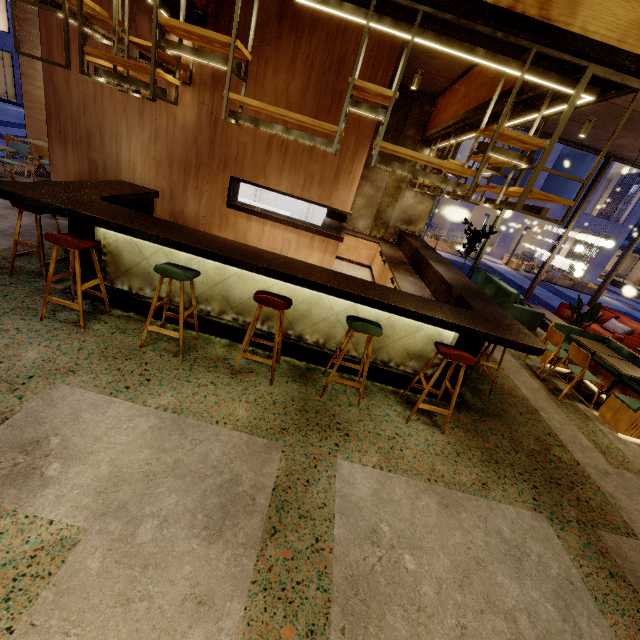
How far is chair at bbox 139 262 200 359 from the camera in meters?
3.1 m

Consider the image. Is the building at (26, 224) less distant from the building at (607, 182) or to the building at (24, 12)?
the building at (24, 12)

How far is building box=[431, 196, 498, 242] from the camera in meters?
25.1 m

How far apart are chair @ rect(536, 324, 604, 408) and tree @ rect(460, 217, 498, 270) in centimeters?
455cm

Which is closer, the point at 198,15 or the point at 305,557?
the point at 305,557

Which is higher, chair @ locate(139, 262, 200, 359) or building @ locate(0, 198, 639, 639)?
chair @ locate(139, 262, 200, 359)

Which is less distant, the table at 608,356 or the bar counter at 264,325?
the bar counter at 264,325

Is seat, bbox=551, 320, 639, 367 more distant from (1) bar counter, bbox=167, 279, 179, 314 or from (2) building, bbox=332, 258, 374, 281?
(1) bar counter, bbox=167, 279, 179, 314
